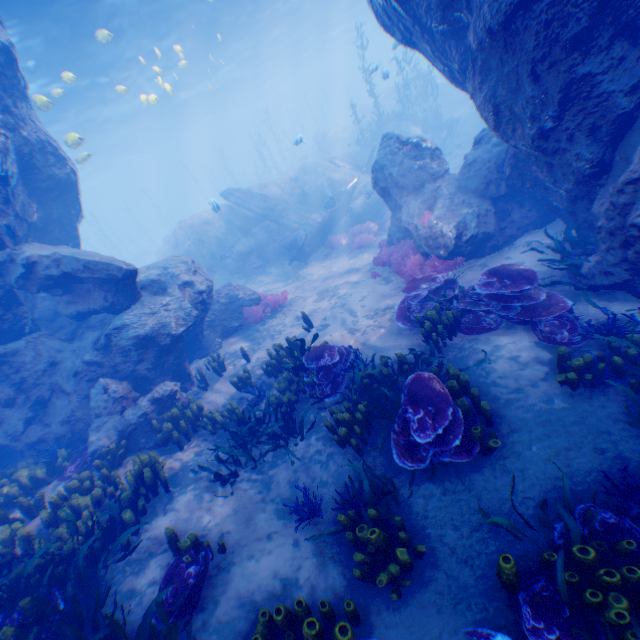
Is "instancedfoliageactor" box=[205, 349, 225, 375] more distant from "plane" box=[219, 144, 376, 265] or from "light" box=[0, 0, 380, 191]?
"light" box=[0, 0, 380, 191]

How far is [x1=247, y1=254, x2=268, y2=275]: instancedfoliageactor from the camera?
17.86m

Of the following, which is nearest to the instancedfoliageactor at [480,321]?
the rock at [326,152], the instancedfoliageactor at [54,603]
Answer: the instancedfoliageactor at [54,603]

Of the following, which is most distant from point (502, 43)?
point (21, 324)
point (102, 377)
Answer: point (21, 324)

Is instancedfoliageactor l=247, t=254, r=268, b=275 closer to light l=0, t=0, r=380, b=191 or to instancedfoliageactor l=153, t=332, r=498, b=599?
light l=0, t=0, r=380, b=191

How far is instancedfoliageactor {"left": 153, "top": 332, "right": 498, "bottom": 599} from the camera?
4.3 meters

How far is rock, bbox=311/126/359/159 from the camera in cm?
3472

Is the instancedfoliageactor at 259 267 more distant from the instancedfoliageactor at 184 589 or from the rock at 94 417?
the instancedfoliageactor at 184 589
